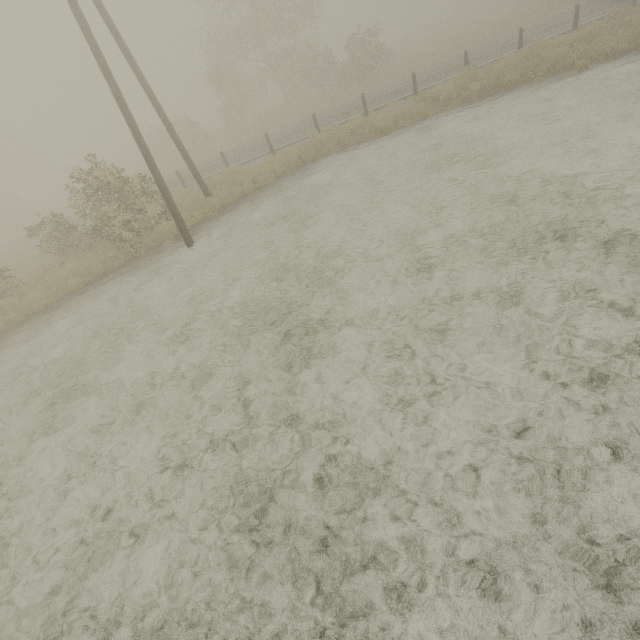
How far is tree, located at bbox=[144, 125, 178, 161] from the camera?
32.8 meters

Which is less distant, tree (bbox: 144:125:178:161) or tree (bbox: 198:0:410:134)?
tree (bbox: 198:0:410:134)

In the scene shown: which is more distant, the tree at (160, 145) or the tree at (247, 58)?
the tree at (160, 145)

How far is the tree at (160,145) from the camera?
32.8m

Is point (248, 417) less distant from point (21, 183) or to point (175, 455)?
point (175, 455)
